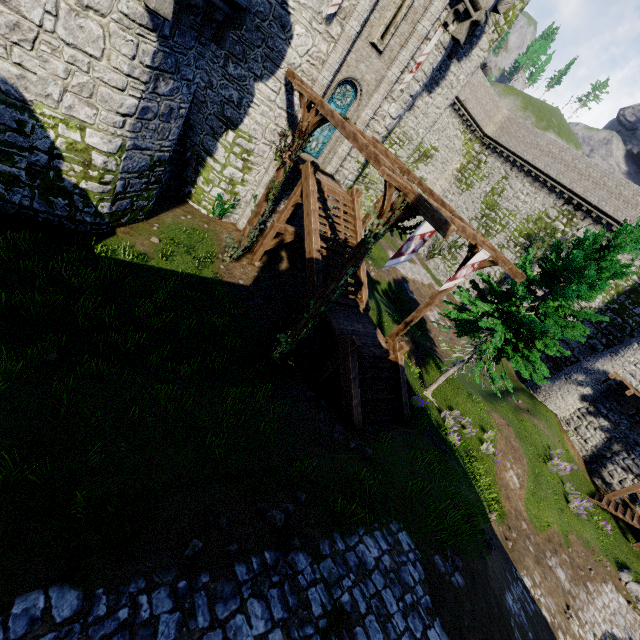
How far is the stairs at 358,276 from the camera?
14.45m

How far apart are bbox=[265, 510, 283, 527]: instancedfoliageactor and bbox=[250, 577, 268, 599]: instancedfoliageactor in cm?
87

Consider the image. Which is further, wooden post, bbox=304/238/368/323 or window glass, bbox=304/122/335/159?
window glass, bbox=304/122/335/159

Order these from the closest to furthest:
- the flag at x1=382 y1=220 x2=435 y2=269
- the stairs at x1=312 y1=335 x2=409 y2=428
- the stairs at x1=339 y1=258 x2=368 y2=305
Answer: the flag at x1=382 y1=220 x2=435 y2=269, the stairs at x1=312 y1=335 x2=409 y2=428, the stairs at x1=339 y1=258 x2=368 y2=305

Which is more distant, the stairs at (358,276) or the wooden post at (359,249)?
the stairs at (358,276)

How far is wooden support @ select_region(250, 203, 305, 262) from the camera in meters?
15.5

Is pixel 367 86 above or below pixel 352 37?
below

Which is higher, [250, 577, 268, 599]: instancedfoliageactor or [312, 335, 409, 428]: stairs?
[250, 577, 268, 599]: instancedfoliageactor
